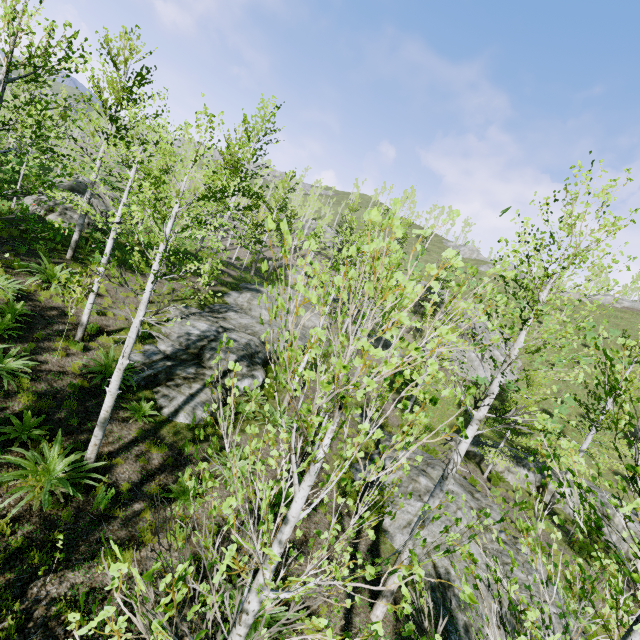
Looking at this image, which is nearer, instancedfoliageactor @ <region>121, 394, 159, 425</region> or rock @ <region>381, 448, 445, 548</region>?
instancedfoliageactor @ <region>121, 394, 159, 425</region>

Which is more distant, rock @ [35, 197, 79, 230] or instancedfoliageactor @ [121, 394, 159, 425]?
rock @ [35, 197, 79, 230]

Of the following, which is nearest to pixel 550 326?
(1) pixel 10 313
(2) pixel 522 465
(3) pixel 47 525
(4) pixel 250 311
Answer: Answer: (3) pixel 47 525

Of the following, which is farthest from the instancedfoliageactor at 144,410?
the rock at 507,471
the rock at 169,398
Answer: the rock at 507,471

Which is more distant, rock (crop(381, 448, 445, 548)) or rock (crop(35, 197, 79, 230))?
rock (crop(35, 197, 79, 230))

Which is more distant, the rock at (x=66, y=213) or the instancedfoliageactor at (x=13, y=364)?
the rock at (x=66, y=213)

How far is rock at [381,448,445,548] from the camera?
10.1m

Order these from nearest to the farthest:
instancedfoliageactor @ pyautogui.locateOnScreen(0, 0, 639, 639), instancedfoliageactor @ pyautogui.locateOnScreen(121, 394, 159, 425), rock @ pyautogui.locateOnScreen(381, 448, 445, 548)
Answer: instancedfoliageactor @ pyautogui.locateOnScreen(0, 0, 639, 639) → instancedfoliageactor @ pyautogui.locateOnScreen(121, 394, 159, 425) → rock @ pyautogui.locateOnScreen(381, 448, 445, 548)
